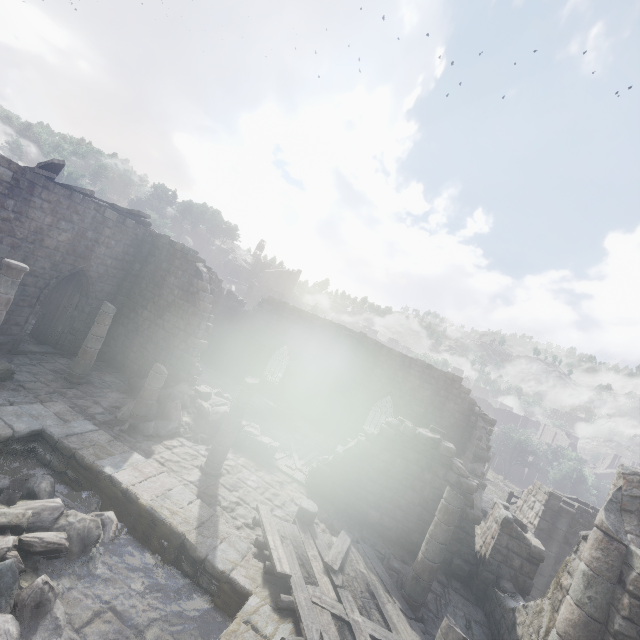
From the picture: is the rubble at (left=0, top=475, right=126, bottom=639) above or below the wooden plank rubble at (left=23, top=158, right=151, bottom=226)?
→ below

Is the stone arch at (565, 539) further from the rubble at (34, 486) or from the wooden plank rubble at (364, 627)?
the rubble at (34, 486)

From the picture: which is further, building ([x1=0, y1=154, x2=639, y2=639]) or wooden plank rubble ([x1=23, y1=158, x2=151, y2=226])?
wooden plank rubble ([x1=23, y1=158, x2=151, y2=226])

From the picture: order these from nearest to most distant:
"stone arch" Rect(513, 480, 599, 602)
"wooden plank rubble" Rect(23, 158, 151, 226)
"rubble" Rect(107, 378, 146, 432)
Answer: "rubble" Rect(107, 378, 146, 432) < "wooden plank rubble" Rect(23, 158, 151, 226) < "stone arch" Rect(513, 480, 599, 602)

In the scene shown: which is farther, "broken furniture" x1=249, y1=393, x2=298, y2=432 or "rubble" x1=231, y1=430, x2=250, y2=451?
"broken furniture" x1=249, y1=393, x2=298, y2=432

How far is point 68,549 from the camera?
6.08m

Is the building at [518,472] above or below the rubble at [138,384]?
below

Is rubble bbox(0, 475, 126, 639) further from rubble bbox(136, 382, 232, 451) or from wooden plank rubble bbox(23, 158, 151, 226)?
wooden plank rubble bbox(23, 158, 151, 226)
